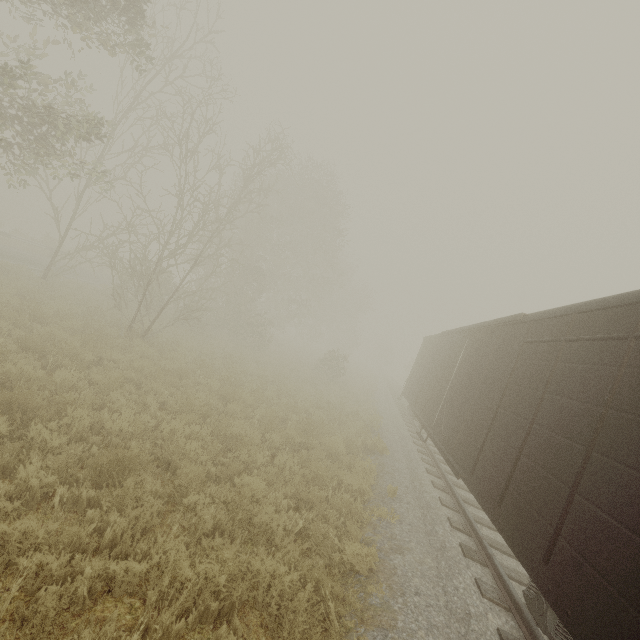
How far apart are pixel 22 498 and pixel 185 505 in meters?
2.0
